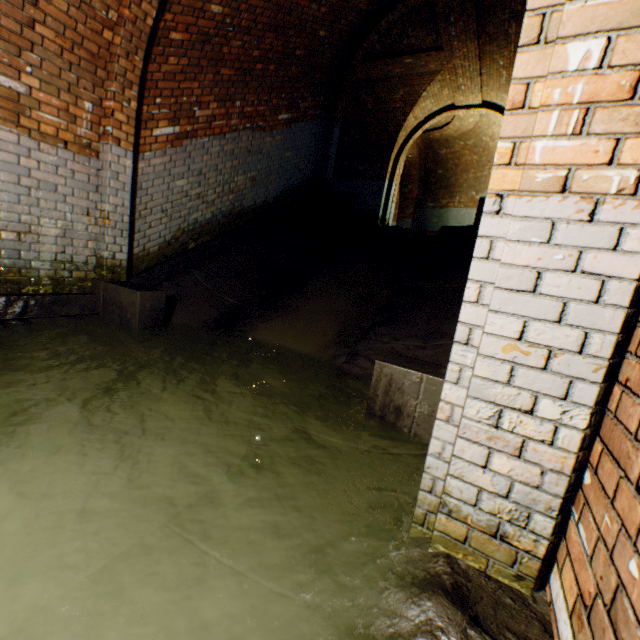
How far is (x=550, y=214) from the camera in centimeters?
99cm

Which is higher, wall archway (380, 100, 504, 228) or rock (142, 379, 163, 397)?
wall archway (380, 100, 504, 228)

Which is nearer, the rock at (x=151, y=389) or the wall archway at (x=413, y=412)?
the wall archway at (x=413, y=412)

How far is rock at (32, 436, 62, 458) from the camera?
2.1m

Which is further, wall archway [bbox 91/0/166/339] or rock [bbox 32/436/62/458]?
wall archway [bbox 91/0/166/339]

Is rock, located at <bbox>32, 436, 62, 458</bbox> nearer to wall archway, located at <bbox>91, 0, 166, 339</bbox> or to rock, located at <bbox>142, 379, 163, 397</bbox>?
rock, located at <bbox>142, 379, 163, 397</bbox>

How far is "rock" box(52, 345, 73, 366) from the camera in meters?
3.0 m

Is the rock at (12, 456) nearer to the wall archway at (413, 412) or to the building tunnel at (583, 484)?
the building tunnel at (583, 484)
